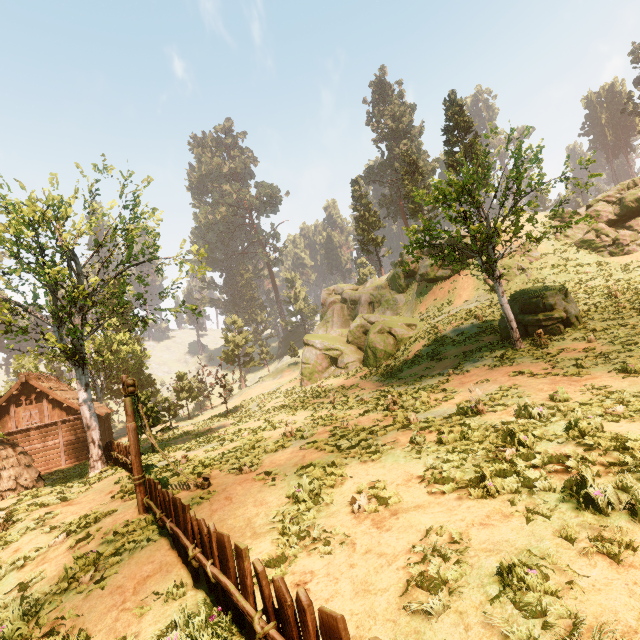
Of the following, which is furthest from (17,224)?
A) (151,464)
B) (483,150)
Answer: (483,150)

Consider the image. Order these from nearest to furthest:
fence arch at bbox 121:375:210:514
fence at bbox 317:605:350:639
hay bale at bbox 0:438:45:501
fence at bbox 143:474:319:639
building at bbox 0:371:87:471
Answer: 1. fence at bbox 317:605:350:639
2. fence at bbox 143:474:319:639
3. fence arch at bbox 121:375:210:514
4. hay bale at bbox 0:438:45:501
5. building at bbox 0:371:87:471

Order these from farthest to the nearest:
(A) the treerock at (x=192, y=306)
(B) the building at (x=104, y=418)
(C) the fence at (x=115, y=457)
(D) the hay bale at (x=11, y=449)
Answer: (B) the building at (x=104, y=418) → (A) the treerock at (x=192, y=306) → (D) the hay bale at (x=11, y=449) → (C) the fence at (x=115, y=457)

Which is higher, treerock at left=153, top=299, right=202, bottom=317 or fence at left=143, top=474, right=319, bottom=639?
treerock at left=153, top=299, right=202, bottom=317

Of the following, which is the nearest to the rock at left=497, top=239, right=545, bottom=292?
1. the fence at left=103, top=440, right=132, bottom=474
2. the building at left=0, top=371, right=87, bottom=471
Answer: the fence at left=103, top=440, right=132, bottom=474

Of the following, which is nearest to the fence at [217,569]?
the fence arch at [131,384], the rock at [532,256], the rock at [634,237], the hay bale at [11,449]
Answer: the fence arch at [131,384]

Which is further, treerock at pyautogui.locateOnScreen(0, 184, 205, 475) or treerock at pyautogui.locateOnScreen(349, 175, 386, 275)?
treerock at pyautogui.locateOnScreen(349, 175, 386, 275)

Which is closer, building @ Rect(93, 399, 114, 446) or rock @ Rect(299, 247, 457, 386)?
rock @ Rect(299, 247, 457, 386)
